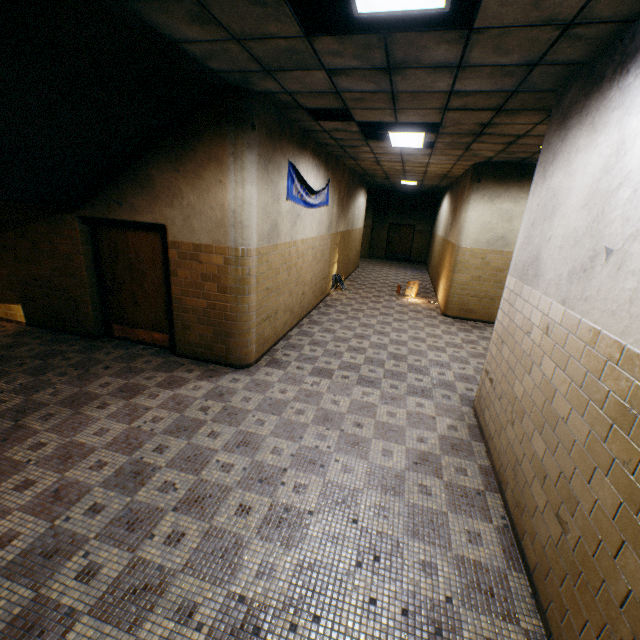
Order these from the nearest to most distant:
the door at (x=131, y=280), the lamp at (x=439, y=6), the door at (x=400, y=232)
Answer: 1. the lamp at (x=439, y=6)
2. the door at (x=131, y=280)
3. the door at (x=400, y=232)

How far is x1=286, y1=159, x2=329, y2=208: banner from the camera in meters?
5.7

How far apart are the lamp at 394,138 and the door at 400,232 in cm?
1364

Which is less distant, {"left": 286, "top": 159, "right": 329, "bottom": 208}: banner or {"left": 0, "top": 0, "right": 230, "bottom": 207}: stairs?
{"left": 0, "top": 0, "right": 230, "bottom": 207}: stairs

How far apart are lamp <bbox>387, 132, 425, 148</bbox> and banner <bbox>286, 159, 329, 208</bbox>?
1.67m

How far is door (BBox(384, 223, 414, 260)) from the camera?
19.9 meters

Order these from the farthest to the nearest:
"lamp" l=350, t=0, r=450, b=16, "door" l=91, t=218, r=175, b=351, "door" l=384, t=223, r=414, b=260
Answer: "door" l=384, t=223, r=414, b=260 < "door" l=91, t=218, r=175, b=351 < "lamp" l=350, t=0, r=450, b=16

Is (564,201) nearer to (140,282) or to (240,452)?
(240,452)
